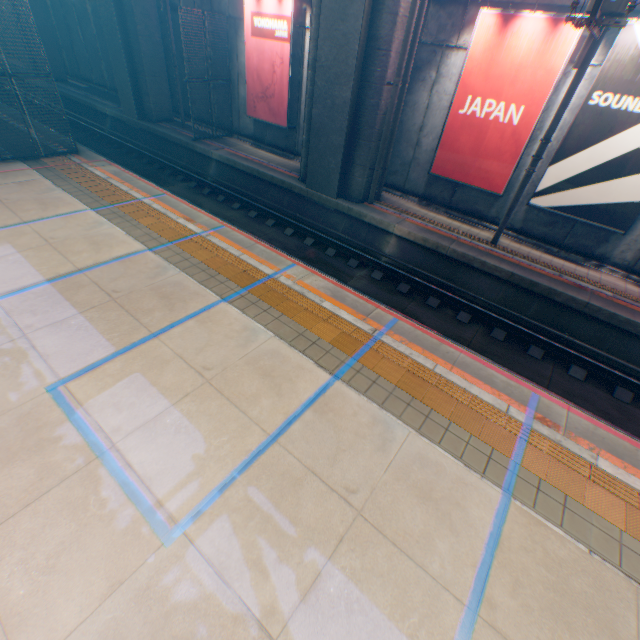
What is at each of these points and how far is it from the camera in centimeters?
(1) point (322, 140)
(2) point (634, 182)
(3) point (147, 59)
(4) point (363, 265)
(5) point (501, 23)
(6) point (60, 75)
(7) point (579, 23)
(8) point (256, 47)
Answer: (1) overpass support, 1152cm
(2) billboard, 862cm
(3) overpass support, 1638cm
(4) railway, 1125cm
(5) billboard, 880cm
(6) overpass support, 2394cm
(7) electric pole, 595cm
(8) billboard, 1371cm

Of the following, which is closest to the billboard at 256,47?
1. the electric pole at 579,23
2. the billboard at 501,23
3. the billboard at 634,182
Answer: the billboard at 501,23

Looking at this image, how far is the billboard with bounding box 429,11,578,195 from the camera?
8.52m

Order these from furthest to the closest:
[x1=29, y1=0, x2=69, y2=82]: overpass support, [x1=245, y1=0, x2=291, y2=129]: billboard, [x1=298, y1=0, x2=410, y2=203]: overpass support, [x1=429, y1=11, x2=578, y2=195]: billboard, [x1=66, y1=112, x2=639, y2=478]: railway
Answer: [x1=29, y1=0, x2=69, y2=82]: overpass support → [x1=245, y1=0, x2=291, y2=129]: billboard → [x1=298, y1=0, x2=410, y2=203]: overpass support → [x1=429, y1=11, x2=578, y2=195]: billboard → [x1=66, y1=112, x2=639, y2=478]: railway

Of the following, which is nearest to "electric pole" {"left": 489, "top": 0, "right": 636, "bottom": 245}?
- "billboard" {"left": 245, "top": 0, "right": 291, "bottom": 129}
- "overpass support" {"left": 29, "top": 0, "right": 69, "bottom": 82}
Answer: "overpass support" {"left": 29, "top": 0, "right": 69, "bottom": 82}

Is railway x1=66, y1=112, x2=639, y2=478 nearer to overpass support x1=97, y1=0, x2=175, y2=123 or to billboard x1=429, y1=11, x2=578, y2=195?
overpass support x1=97, y1=0, x2=175, y2=123

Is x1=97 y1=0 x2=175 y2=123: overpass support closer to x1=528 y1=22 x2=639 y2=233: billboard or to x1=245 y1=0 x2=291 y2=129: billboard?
x1=245 y1=0 x2=291 y2=129: billboard

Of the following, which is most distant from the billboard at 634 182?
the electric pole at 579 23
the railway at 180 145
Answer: the railway at 180 145
